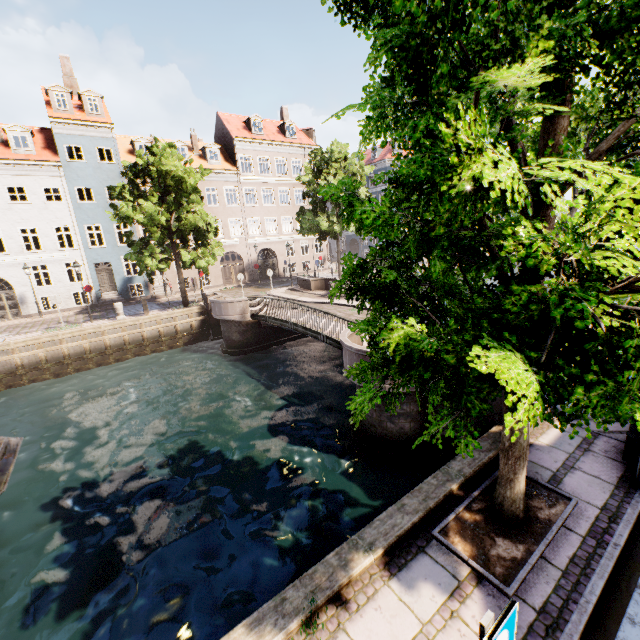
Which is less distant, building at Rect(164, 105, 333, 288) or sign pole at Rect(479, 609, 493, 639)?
sign pole at Rect(479, 609, 493, 639)

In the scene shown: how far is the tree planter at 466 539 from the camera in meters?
3.7 m

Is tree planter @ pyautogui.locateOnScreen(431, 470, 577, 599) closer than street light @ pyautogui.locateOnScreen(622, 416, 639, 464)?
Yes

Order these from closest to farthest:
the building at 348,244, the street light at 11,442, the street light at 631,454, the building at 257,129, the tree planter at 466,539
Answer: the street light at 11,442, the tree planter at 466,539, the street light at 631,454, the building at 257,129, the building at 348,244

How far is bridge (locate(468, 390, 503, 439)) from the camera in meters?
6.4 m

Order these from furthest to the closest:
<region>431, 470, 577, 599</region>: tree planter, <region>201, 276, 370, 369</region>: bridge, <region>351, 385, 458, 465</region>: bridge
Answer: <region>201, 276, 370, 369</region>: bridge
<region>351, 385, 458, 465</region>: bridge
<region>431, 470, 577, 599</region>: tree planter

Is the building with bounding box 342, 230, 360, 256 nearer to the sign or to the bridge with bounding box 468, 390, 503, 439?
the bridge with bounding box 468, 390, 503, 439

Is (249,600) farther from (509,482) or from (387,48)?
(387,48)
